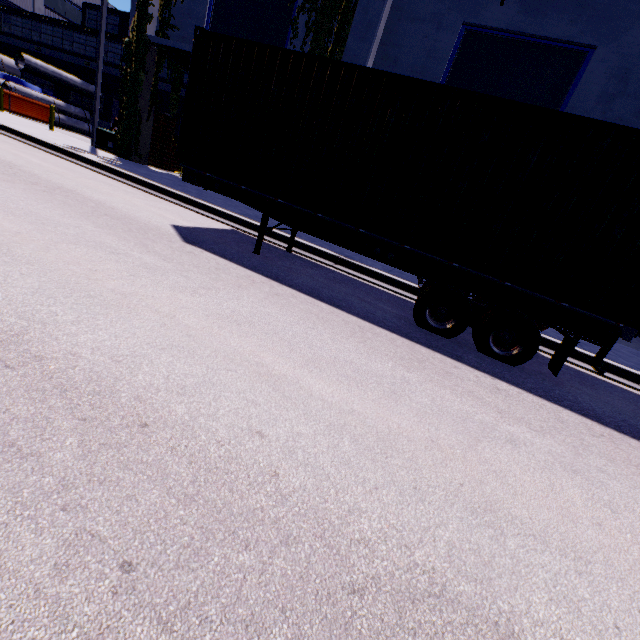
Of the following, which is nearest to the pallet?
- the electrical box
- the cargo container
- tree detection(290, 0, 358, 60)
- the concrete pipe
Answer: the electrical box

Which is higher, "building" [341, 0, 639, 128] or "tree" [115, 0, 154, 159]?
"building" [341, 0, 639, 128]

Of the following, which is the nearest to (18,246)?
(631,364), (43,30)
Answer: (631,364)

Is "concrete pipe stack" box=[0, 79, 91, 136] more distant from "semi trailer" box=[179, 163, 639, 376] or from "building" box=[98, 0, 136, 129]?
"semi trailer" box=[179, 163, 639, 376]

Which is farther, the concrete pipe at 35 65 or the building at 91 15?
the building at 91 15

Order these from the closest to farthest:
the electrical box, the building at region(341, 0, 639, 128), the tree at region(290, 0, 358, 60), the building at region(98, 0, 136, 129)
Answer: the building at region(341, 0, 639, 128)
the tree at region(290, 0, 358, 60)
the electrical box
the building at region(98, 0, 136, 129)

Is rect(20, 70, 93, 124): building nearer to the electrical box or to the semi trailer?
the electrical box

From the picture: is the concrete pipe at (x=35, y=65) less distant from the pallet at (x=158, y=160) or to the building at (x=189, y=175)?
the building at (x=189, y=175)
